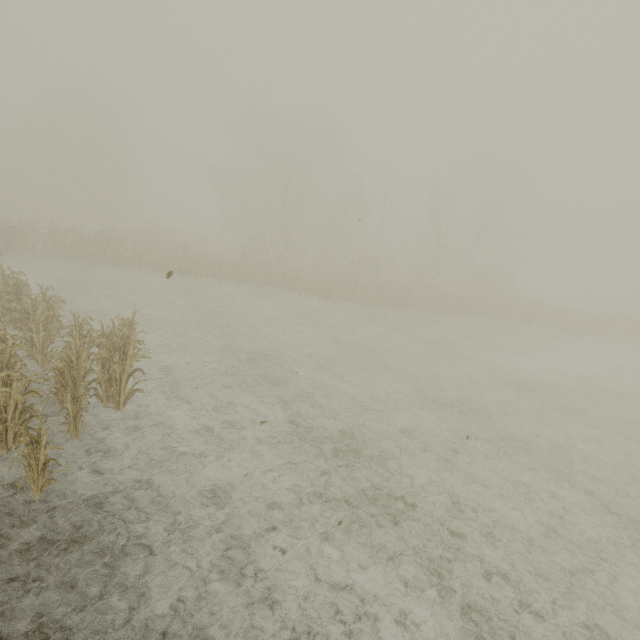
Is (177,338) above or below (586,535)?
above
